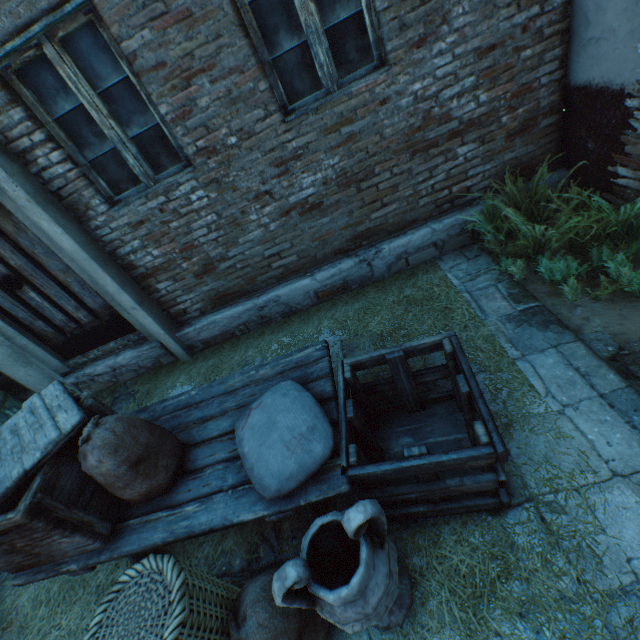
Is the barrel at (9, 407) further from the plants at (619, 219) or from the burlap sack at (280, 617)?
the plants at (619, 219)

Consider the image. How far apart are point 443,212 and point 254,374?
2.8m

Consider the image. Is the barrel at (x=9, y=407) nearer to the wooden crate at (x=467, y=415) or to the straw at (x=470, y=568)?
the straw at (x=470, y=568)

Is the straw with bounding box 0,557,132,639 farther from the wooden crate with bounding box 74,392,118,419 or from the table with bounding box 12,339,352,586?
the wooden crate with bounding box 74,392,118,419

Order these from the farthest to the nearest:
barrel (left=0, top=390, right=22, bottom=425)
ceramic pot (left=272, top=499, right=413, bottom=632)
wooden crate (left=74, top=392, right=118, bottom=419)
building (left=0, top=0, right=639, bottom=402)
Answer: barrel (left=0, top=390, right=22, bottom=425) → building (left=0, top=0, right=639, bottom=402) → wooden crate (left=74, top=392, right=118, bottom=419) → ceramic pot (left=272, top=499, right=413, bottom=632)

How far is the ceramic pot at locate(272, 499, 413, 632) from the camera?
1.3 meters

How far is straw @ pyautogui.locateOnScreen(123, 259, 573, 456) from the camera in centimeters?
233cm

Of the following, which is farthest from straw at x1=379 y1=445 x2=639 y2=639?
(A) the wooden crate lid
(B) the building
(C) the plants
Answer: (A) the wooden crate lid
